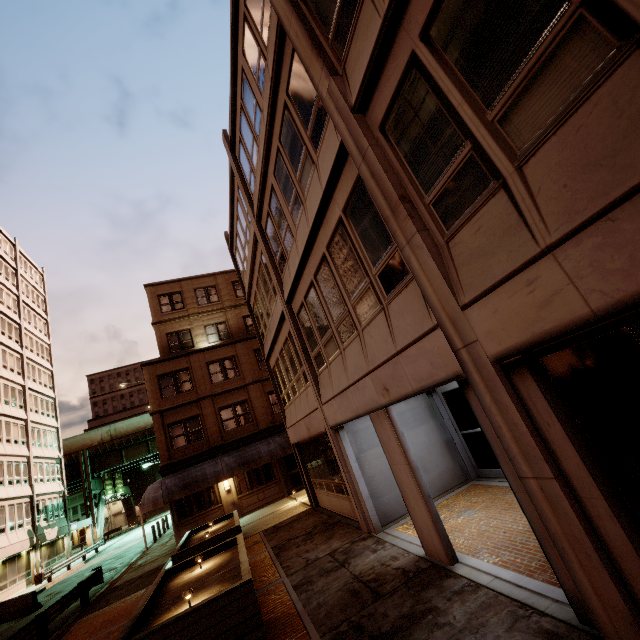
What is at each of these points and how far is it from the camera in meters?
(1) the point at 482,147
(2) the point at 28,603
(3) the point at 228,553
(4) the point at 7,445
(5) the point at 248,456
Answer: (1) building, 3.6
(2) barrier, 17.5
(3) planter, 9.7
(4) building, 29.8
(5) awning, 20.8

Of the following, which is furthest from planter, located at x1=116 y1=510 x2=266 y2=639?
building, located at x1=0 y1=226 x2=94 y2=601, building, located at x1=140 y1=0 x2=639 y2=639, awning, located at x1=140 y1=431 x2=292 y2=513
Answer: building, located at x1=0 y1=226 x2=94 y2=601

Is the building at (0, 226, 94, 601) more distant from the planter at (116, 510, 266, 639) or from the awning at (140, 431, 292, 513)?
the planter at (116, 510, 266, 639)

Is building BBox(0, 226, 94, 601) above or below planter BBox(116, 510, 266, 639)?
above

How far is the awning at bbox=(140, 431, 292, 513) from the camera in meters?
18.8 m

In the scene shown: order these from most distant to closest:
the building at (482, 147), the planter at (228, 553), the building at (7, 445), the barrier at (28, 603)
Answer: the building at (7, 445) → the barrier at (28, 603) → the planter at (228, 553) → the building at (482, 147)

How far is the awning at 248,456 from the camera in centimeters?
1881cm

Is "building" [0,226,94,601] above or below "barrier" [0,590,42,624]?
above
